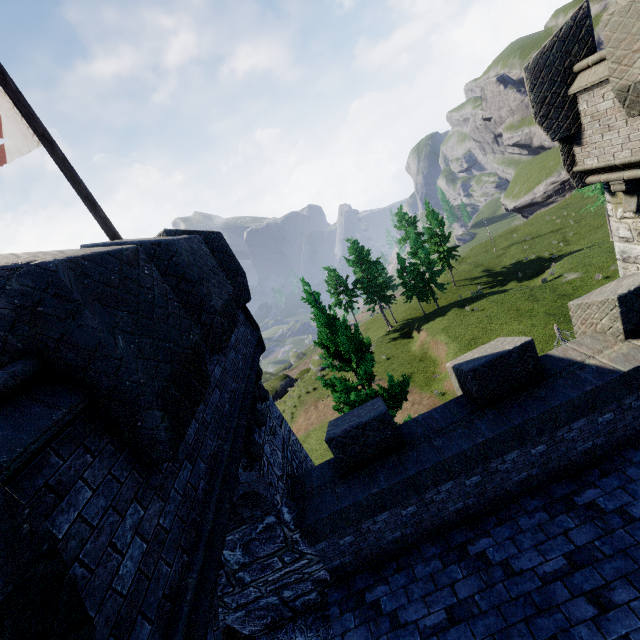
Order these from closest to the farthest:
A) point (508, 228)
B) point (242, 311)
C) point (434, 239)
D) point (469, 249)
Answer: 1. point (242, 311)
2. point (434, 239)
3. point (508, 228)
4. point (469, 249)

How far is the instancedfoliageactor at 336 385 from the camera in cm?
1212

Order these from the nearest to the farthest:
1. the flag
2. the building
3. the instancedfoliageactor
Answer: the building, the flag, the instancedfoliageactor

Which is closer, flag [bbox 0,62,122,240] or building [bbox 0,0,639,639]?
building [bbox 0,0,639,639]

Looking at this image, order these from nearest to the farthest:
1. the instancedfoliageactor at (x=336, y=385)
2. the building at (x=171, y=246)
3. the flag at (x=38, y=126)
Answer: the building at (x=171, y=246) < the flag at (x=38, y=126) < the instancedfoliageactor at (x=336, y=385)

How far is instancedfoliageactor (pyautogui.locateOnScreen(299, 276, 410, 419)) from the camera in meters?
12.1

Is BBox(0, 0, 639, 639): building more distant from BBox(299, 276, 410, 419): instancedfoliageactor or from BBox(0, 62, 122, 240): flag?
BBox(299, 276, 410, 419): instancedfoliageactor
